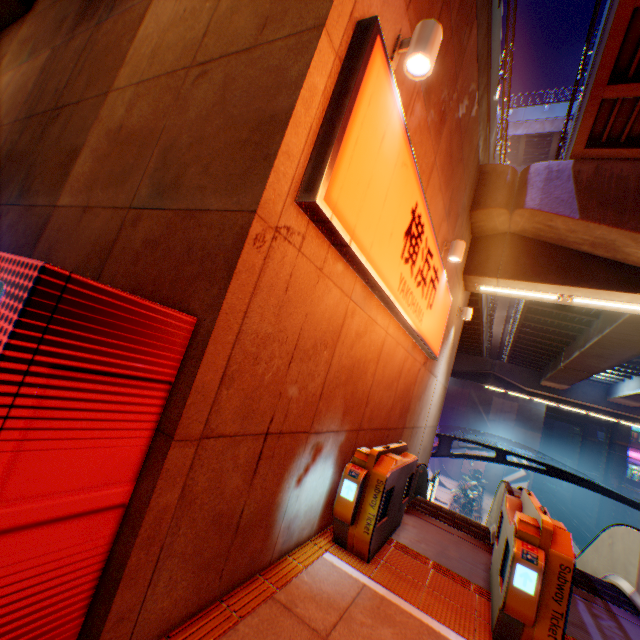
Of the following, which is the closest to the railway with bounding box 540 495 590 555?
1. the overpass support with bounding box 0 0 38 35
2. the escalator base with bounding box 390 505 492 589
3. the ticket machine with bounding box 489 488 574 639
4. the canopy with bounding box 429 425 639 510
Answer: the canopy with bounding box 429 425 639 510

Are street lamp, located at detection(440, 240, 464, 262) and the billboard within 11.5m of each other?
no

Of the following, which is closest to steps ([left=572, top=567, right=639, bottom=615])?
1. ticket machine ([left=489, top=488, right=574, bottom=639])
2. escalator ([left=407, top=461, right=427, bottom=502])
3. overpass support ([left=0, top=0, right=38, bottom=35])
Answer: ticket machine ([left=489, top=488, right=574, bottom=639])

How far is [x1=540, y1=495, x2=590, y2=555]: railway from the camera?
34.22m

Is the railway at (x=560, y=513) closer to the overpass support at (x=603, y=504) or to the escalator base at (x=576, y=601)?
the overpass support at (x=603, y=504)

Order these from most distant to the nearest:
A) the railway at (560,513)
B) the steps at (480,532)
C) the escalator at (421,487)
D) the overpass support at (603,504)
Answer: the overpass support at (603,504), the railway at (560,513), the escalator at (421,487), the steps at (480,532)

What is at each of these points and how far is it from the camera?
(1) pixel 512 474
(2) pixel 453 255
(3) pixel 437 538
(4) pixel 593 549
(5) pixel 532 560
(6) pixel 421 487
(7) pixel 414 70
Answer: (1) billboard, 40.1 meters
(2) street lamp, 6.8 meters
(3) escalator base, 5.0 meters
(4) escalator, 6.9 meters
(5) ticket machine, 2.9 meters
(6) escalator, 7.8 meters
(7) street lamp, 3.2 meters

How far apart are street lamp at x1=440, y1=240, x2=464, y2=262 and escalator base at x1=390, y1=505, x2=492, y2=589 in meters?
5.0
